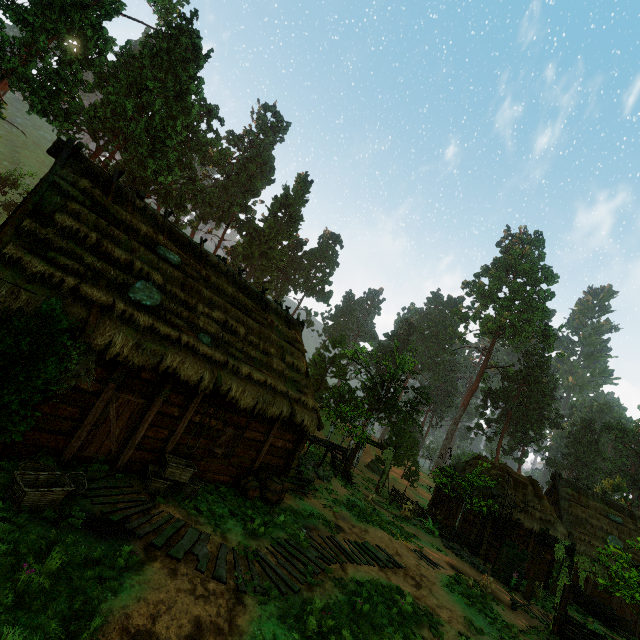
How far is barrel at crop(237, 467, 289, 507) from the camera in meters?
11.8 m

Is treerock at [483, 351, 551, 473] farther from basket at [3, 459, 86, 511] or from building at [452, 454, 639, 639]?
basket at [3, 459, 86, 511]

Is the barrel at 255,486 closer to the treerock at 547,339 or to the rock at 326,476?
the rock at 326,476

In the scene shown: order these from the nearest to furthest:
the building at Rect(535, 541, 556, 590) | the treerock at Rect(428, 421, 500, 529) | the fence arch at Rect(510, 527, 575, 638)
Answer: the fence arch at Rect(510, 527, 575, 638) < the treerock at Rect(428, 421, 500, 529) < the building at Rect(535, 541, 556, 590)

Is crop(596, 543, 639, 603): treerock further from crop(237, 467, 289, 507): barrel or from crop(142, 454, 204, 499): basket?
crop(237, 467, 289, 507): barrel

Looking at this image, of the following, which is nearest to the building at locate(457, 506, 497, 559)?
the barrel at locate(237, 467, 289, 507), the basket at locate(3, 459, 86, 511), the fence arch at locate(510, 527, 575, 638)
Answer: the barrel at locate(237, 467, 289, 507)

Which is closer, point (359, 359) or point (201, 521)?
point (201, 521)

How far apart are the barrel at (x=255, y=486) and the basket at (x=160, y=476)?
1.90m
